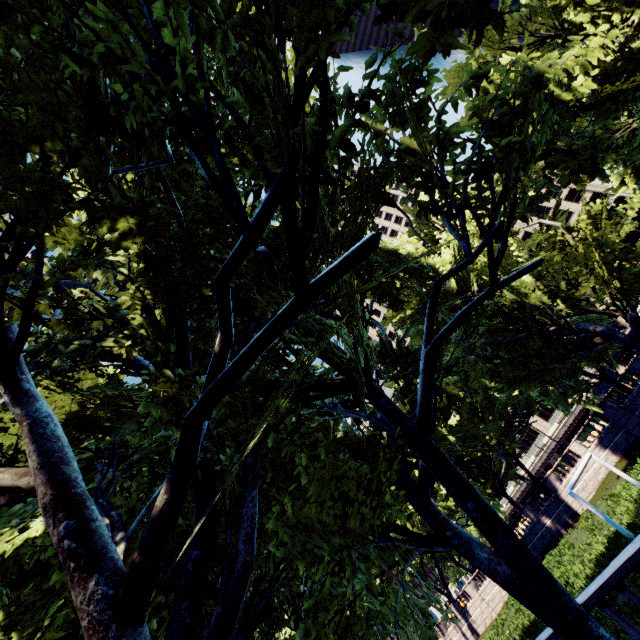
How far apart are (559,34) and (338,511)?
21.44m
